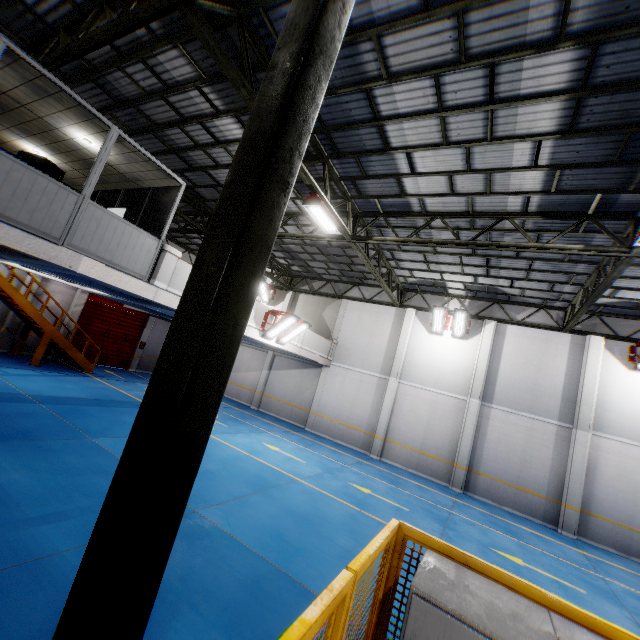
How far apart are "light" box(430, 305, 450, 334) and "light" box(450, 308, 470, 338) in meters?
0.1 m

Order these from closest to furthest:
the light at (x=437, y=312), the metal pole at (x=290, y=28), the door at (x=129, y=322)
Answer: the metal pole at (x=290, y=28) → the light at (x=437, y=312) → the door at (x=129, y=322)

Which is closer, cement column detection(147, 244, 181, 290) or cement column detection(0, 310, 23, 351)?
cement column detection(147, 244, 181, 290)

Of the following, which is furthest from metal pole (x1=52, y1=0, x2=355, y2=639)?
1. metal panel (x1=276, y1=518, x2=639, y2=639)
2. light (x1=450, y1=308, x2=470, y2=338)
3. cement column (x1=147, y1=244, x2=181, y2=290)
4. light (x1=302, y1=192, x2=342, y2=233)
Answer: light (x1=450, y1=308, x2=470, y2=338)

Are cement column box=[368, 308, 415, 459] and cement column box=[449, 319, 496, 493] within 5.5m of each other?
yes

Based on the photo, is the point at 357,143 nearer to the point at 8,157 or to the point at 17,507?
the point at 8,157

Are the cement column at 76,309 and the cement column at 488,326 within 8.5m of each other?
no

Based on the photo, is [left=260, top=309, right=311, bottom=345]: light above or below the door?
above
